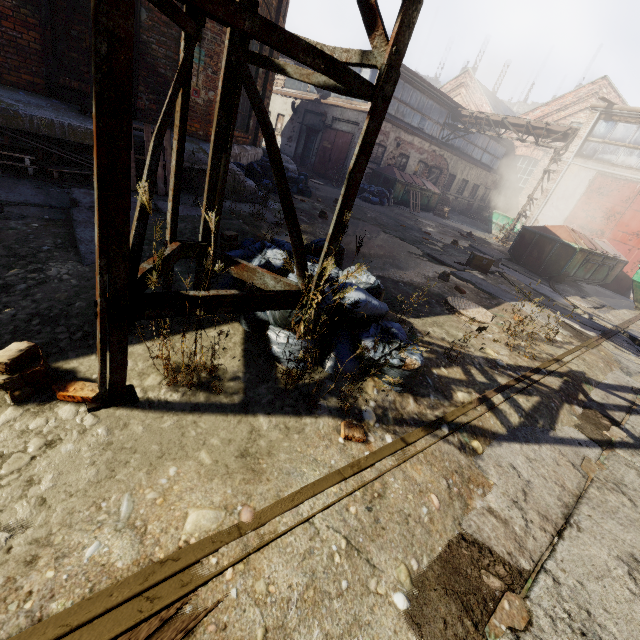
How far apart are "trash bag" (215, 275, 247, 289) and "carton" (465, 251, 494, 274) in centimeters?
569cm

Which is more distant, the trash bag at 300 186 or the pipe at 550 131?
the pipe at 550 131

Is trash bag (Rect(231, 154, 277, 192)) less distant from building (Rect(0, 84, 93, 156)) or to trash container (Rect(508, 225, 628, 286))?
building (Rect(0, 84, 93, 156))

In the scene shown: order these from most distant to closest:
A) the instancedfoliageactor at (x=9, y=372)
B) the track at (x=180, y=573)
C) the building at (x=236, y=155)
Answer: the building at (x=236, y=155)
the instancedfoliageactor at (x=9, y=372)
the track at (x=180, y=573)

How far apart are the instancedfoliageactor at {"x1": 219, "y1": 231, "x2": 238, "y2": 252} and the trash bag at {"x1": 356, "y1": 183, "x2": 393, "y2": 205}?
12.1m

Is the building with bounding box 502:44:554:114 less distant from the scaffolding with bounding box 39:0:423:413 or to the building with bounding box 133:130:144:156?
the building with bounding box 133:130:144:156

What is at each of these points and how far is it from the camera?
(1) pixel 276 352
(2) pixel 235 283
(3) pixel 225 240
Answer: (1) trash bag, 2.5 meters
(2) trash bag, 3.1 meters
(3) instancedfoliageactor, 3.8 meters

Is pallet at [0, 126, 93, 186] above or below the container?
below
